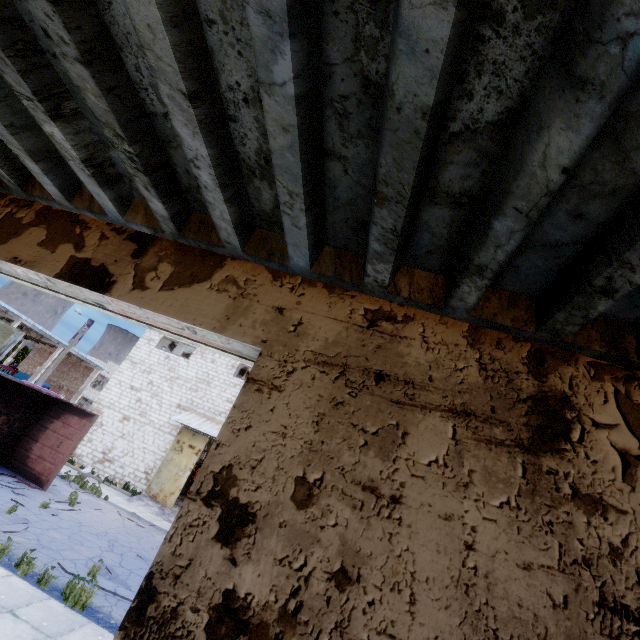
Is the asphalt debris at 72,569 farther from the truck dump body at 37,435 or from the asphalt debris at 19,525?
the truck dump body at 37,435

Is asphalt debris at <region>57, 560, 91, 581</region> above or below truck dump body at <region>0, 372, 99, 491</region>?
below

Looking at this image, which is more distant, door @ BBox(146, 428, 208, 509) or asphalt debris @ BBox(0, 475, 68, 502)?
door @ BBox(146, 428, 208, 509)

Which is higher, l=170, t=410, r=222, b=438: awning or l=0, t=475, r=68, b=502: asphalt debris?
l=170, t=410, r=222, b=438: awning

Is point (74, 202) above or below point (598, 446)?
above

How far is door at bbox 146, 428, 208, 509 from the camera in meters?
17.4 m

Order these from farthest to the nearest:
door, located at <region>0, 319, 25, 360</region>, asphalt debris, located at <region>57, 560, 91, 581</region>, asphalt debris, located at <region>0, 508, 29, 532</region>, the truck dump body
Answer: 1. the truck dump body
2. asphalt debris, located at <region>0, 508, 29, 532</region>
3. asphalt debris, located at <region>57, 560, 91, 581</region>
4. door, located at <region>0, 319, 25, 360</region>

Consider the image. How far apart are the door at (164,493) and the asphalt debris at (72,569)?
9.1m
